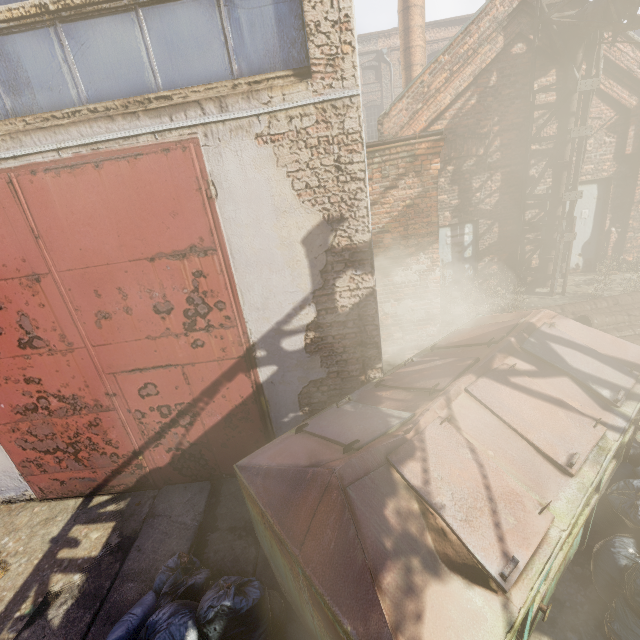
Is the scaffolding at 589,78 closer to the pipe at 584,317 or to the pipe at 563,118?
the pipe at 563,118

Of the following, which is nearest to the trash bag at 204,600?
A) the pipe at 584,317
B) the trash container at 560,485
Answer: the trash container at 560,485

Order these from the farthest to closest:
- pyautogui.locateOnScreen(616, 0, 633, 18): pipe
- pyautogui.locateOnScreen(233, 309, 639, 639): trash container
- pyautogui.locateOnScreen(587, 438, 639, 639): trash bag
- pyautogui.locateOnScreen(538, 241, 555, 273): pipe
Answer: pyautogui.locateOnScreen(538, 241, 555, 273): pipe, pyautogui.locateOnScreen(616, 0, 633, 18): pipe, pyautogui.locateOnScreen(587, 438, 639, 639): trash bag, pyautogui.locateOnScreen(233, 309, 639, 639): trash container

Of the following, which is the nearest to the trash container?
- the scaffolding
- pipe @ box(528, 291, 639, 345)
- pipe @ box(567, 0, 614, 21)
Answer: pipe @ box(528, 291, 639, 345)

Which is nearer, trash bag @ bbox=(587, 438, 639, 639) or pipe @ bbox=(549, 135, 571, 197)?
trash bag @ bbox=(587, 438, 639, 639)

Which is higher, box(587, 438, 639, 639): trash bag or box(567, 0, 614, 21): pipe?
box(567, 0, 614, 21): pipe

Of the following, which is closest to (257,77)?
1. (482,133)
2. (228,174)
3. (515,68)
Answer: (228,174)
